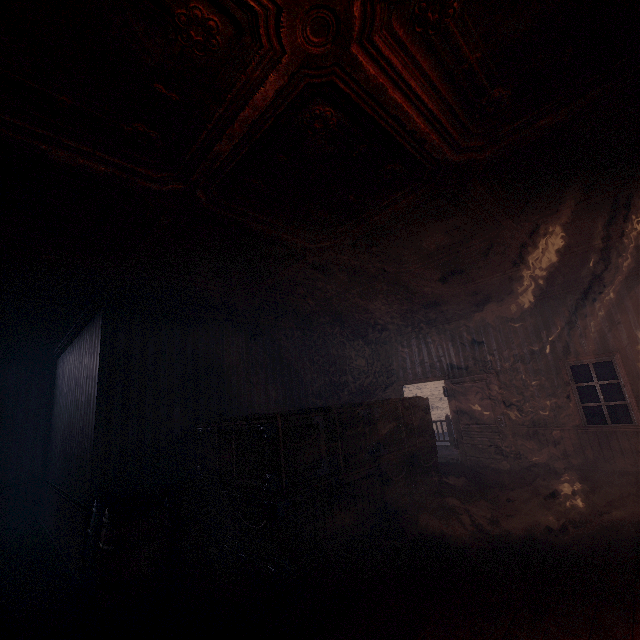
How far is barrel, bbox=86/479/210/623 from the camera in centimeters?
326cm

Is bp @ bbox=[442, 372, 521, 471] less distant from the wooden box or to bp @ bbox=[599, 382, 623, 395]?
the wooden box

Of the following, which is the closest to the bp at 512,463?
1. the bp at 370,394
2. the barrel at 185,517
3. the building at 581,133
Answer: the building at 581,133

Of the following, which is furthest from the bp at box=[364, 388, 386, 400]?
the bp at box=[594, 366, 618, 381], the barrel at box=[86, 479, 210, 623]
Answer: the bp at box=[594, 366, 618, 381]

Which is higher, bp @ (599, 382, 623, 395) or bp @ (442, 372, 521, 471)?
bp @ (599, 382, 623, 395)

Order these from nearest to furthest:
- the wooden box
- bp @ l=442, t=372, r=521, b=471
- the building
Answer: the building → the wooden box → bp @ l=442, t=372, r=521, b=471

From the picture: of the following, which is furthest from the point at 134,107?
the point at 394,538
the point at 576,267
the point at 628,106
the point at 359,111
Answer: the point at 576,267

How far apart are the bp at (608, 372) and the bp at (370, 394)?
14.73m
